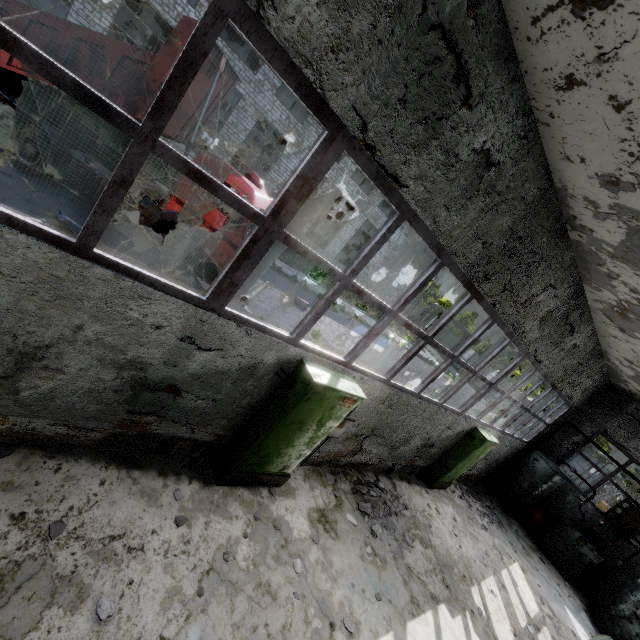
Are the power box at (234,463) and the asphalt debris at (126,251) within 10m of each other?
yes

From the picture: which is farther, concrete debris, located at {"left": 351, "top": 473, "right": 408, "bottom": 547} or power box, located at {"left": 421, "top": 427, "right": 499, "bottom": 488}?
power box, located at {"left": 421, "top": 427, "right": 499, "bottom": 488}

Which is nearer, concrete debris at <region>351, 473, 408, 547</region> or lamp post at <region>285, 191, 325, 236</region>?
concrete debris at <region>351, 473, 408, 547</region>

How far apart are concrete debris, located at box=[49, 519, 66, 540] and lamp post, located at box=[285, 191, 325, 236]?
7.26m

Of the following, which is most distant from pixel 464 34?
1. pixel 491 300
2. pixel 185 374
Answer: pixel 185 374

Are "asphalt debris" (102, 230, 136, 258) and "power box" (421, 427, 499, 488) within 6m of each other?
no

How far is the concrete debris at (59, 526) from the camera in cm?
338

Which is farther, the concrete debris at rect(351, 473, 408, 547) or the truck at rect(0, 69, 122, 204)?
the truck at rect(0, 69, 122, 204)
